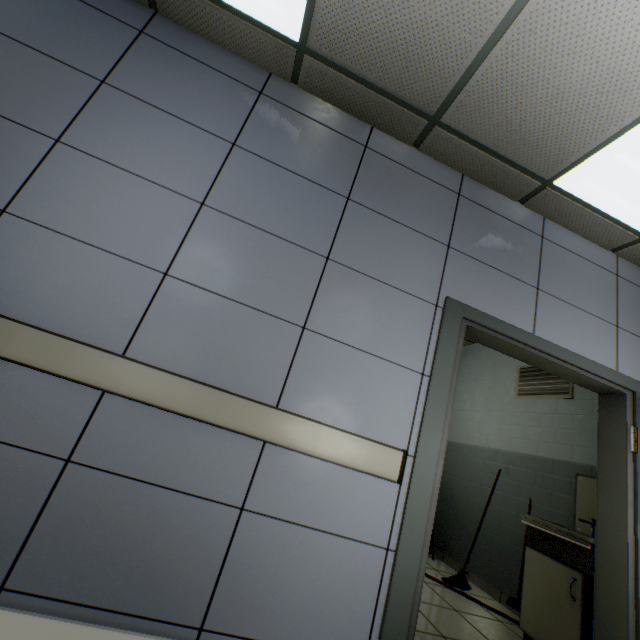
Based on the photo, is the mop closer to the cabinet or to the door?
the cabinet

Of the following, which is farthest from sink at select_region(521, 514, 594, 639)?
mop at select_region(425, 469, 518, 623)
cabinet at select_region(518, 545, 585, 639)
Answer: mop at select_region(425, 469, 518, 623)

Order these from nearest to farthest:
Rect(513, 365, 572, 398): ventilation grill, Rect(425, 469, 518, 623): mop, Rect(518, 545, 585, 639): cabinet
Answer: Rect(518, 545, 585, 639): cabinet → Rect(425, 469, 518, 623): mop → Rect(513, 365, 572, 398): ventilation grill

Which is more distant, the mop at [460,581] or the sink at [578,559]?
the mop at [460,581]

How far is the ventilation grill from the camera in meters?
3.7

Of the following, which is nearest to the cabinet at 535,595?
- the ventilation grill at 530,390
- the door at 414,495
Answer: the door at 414,495

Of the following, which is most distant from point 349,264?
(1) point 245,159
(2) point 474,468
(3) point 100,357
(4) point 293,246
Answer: (2) point 474,468

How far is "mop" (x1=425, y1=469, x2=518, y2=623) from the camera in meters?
3.2
